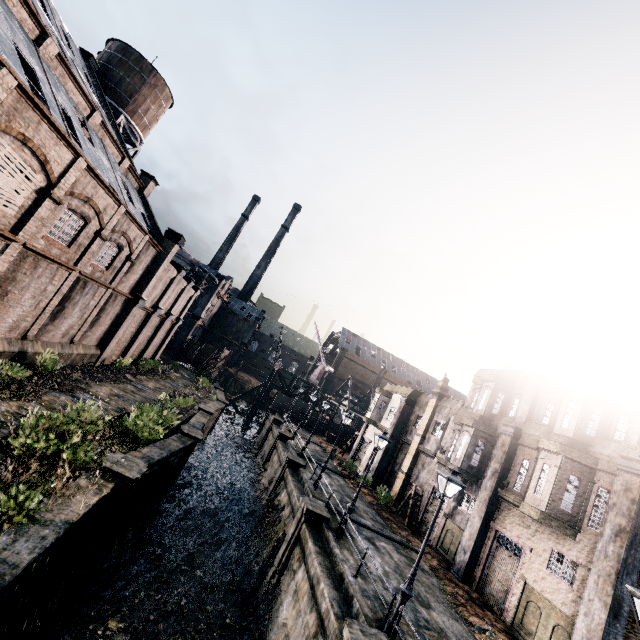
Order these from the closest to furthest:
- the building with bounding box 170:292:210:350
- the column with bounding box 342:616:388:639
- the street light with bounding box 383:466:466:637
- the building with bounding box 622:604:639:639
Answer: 1. the column with bounding box 342:616:388:639
2. the street light with bounding box 383:466:466:637
3. the building with bounding box 622:604:639:639
4. the building with bounding box 170:292:210:350

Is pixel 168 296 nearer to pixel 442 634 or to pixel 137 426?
pixel 137 426

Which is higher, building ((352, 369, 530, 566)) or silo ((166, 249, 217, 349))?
silo ((166, 249, 217, 349))

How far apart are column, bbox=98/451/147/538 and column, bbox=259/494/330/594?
8.2m

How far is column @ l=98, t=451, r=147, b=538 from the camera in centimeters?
1191cm

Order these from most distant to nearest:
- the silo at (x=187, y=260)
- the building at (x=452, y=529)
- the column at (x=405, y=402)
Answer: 1. the silo at (x=187, y=260)
2. the column at (x=405, y=402)
3. the building at (x=452, y=529)

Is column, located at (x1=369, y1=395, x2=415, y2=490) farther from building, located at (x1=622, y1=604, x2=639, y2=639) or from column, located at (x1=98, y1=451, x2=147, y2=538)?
column, located at (x1=98, y1=451, x2=147, y2=538)

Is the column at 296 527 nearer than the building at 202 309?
Yes
